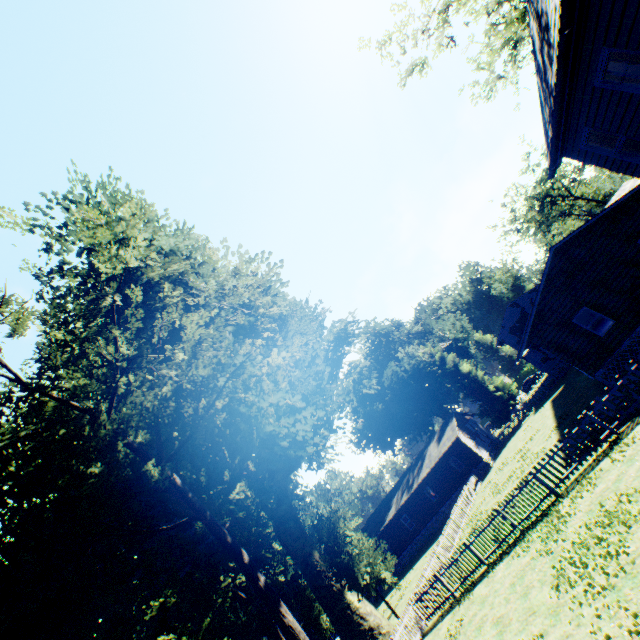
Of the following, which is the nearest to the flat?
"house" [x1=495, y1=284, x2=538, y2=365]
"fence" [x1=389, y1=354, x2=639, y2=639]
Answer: "house" [x1=495, y1=284, x2=538, y2=365]

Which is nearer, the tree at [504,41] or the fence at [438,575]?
the fence at [438,575]

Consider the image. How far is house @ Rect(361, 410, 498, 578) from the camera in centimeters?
3628cm

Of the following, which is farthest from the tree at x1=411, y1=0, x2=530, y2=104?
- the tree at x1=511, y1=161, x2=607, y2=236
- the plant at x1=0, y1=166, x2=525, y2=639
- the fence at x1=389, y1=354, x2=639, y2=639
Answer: the tree at x1=511, y1=161, x2=607, y2=236

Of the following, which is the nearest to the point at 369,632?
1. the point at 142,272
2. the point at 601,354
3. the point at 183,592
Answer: the point at 183,592

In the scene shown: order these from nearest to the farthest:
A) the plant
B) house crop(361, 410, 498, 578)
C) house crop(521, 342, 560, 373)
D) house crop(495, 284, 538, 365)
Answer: the plant, house crop(361, 410, 498, 578), house crop(521, 342, 560, 373), house crop(495, 284, 538, 365)

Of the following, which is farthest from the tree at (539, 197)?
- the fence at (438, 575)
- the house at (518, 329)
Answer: the fence at (438, 575)

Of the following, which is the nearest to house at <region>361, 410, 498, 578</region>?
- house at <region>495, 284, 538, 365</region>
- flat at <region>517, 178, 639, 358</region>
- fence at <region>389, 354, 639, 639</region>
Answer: fence at <region>389, 354, 639, 639</region>
